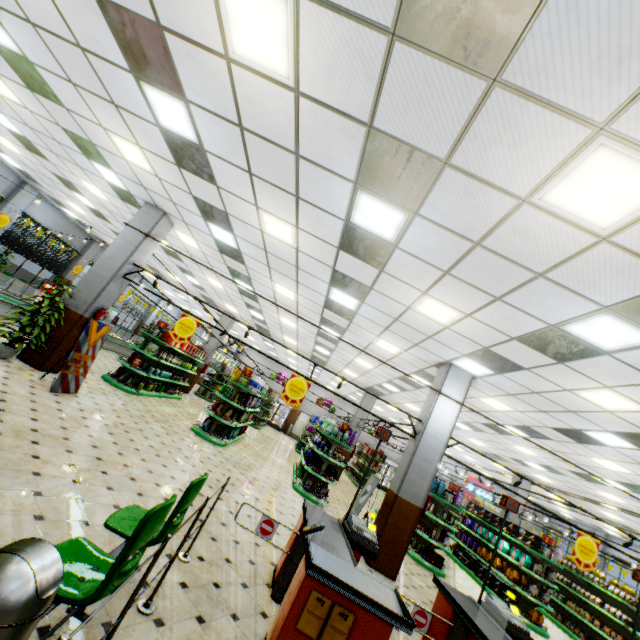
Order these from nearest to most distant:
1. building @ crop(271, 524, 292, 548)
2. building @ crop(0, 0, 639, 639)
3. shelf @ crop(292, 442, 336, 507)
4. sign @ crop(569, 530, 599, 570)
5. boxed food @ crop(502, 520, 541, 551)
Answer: building @ crop(0, 0, 639, 639) < building @ crop(271, 524, 292, 548) < sign @ crop(569, 530, 599, 570) < shelf @ crop(292, 442, 336, 507) < boxed food @ crop(502, 520, 541, 551)

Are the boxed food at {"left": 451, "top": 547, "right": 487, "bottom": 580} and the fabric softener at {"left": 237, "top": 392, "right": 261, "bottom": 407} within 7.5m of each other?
no

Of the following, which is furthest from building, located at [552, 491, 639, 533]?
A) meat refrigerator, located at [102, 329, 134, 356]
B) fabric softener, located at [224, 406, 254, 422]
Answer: fabric softener, located at [224, 406, 254, 422]

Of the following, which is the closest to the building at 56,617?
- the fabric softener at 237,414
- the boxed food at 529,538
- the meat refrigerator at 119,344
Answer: the meat refrigerator at 119,344

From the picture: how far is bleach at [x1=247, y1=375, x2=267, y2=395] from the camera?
11.1 meters

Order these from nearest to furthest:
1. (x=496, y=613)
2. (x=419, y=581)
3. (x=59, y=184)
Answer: (x=496, y=613), (x=419, y=581), (x=59, y=184)

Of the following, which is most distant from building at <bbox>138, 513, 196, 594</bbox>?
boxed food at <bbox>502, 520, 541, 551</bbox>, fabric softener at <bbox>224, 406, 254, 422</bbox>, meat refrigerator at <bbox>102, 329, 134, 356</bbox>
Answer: boxed food at <bbox>502, 520, 541, 551</bbox>

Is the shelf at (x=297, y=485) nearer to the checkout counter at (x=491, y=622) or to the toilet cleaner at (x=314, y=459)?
the toilet cleaner at (x=314, y=459)
